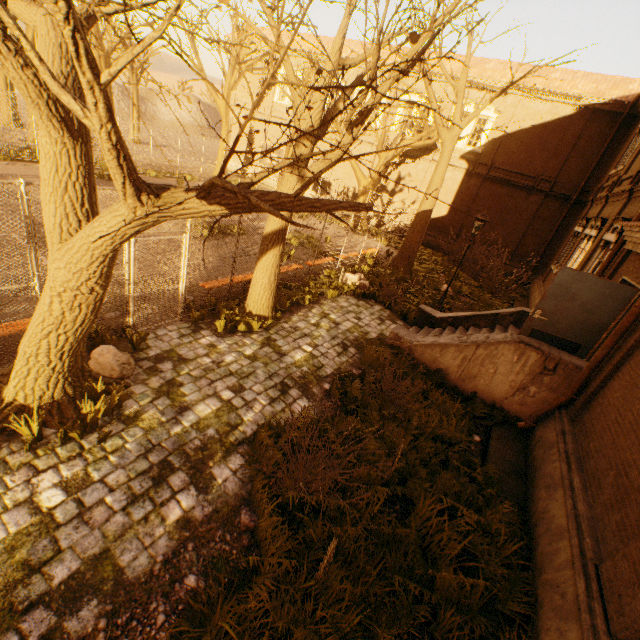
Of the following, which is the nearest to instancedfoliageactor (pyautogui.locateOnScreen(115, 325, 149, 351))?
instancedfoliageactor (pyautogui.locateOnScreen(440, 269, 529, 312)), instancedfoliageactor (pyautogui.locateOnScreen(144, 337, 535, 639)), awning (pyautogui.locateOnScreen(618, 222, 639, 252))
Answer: instancedfoliageactor (pyautogui.locateOnScreen(144, 337, 535, 639))

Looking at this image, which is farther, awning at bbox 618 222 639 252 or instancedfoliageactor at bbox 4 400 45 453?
awning at bbox 618 222 639 252

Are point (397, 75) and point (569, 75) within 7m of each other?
no

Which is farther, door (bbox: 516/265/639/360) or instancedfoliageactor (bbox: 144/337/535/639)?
door (bbox: 516/265/639/360)

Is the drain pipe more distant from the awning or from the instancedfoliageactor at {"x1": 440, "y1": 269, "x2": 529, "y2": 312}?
the instancedfoliageactor at {"x1": 440, "y1": 269, "x2": 529, "y2": 312}

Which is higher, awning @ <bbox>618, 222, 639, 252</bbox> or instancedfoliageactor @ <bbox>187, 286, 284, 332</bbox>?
awning @ <bbox>618, 222, 639, 252</bbox>

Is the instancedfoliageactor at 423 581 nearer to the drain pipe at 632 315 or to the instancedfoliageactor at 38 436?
the drain pipe at 632 315

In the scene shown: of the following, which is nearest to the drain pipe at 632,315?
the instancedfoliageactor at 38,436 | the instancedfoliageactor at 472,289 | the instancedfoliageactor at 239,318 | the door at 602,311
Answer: the door at 602,311
